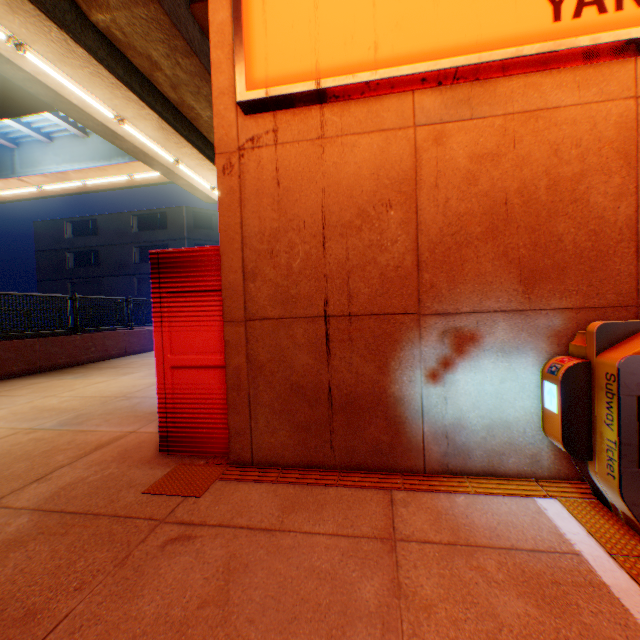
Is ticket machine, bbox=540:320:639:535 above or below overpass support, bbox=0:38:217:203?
below

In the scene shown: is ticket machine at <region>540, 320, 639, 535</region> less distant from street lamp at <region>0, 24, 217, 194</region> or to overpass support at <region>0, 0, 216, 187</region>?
overpass support at <region>0, 0, 216, 187</region>

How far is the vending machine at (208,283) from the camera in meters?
3.1

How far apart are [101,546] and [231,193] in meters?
2.7

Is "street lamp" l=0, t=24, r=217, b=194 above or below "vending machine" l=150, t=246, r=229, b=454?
above

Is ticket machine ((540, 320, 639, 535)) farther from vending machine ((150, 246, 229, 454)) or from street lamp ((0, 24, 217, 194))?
street lamp ((0, 24, 217, 194))

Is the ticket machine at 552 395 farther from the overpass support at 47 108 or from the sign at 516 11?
the overpass support at 47 108

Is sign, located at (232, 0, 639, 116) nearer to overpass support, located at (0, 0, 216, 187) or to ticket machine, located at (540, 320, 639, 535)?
ticket machine, located at (540, 320, 639, 535)
